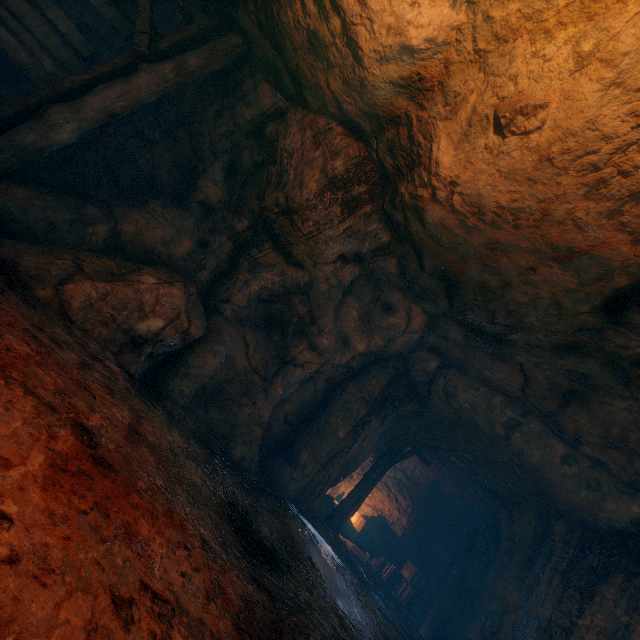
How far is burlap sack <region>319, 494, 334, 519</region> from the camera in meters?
11.0 m

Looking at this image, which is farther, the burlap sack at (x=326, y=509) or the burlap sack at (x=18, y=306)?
the burlap sack at (x=326, y=509)

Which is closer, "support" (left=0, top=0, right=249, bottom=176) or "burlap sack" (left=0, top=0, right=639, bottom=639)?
"burlap sack" (left=0, top=0, right=639, bottom=639)

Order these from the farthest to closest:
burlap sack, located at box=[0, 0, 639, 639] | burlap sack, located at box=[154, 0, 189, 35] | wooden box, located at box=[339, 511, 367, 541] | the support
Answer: wooden box, located at box=[339, 511, 367, 541] → burlap sack, located at box=[154, 0, 189, 35] → the support → burlap sack, located at box=[0, 0, 639, 639]

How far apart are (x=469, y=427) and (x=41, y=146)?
10.0 meters

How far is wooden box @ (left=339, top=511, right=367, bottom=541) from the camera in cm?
1401

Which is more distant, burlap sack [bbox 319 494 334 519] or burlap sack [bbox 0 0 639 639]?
burlap sack [bbox 319 494 334 519]

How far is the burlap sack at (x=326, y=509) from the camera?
11.02m
